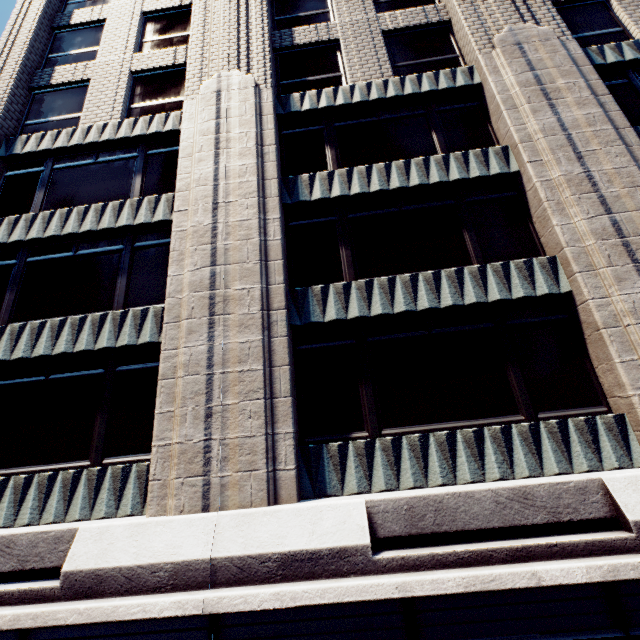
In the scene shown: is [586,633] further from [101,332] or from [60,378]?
[60,378]
